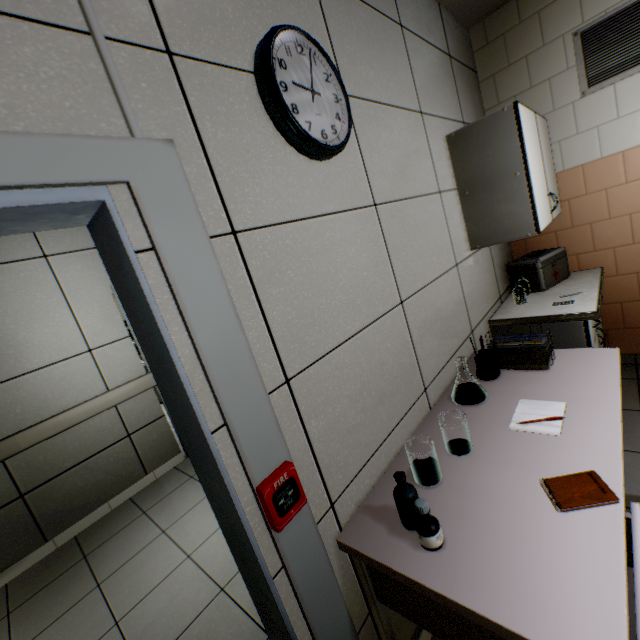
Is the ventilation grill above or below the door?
above

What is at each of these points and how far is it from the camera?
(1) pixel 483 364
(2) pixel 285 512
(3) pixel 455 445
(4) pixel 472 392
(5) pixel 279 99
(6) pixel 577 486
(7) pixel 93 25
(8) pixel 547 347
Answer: (1) stationery set, 1.8 meters
(2) fire alarm, 0.9 meters
(3) laboratoryitems, 1.4 meters
(4) laboratoryitems, 1.6 meters
(5) clock, 1.0 meters
(6) notebook, 1.0 meters
(7) cable duct, 0.7 meters
(8) paper stack, 1.7 meters

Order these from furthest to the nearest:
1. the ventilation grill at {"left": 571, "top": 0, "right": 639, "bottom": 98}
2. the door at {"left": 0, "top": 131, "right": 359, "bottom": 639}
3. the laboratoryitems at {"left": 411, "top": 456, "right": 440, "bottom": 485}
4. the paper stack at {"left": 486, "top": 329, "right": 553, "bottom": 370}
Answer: the ventilation grill at {"left": 571, "top": 0, "right": 639, "bottom": 98} < the paper stack at {"left": 486, "top": 329, "right": 553, "bottom": 370} < the laboratoryitems at {"left": 411, "top": 456, "right": 440, "bottom": 485} < the door at {"left": 0, "top": 131, "right": 359, "bottom": 639}

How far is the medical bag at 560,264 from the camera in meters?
2.7

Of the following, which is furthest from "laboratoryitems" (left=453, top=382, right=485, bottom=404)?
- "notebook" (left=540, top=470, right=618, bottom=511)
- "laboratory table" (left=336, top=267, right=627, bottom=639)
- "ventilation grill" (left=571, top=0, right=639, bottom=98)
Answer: "ventilation grill" (left=571, top=0, right=639, bottom=98)

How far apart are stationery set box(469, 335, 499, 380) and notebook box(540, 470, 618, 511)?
0.77m

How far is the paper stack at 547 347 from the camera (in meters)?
1.71

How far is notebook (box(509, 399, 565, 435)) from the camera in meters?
1.3
